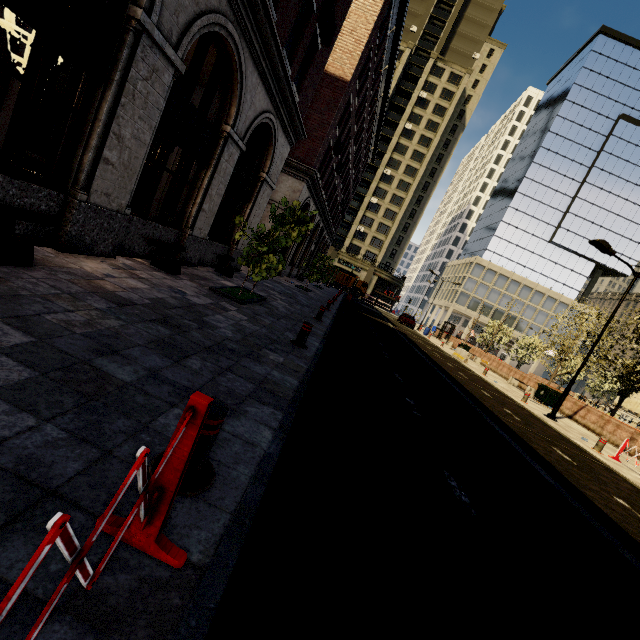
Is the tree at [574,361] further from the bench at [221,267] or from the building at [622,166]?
the bench at [221,267]

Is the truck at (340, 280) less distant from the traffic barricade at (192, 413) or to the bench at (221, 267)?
the bench at (221, 267)

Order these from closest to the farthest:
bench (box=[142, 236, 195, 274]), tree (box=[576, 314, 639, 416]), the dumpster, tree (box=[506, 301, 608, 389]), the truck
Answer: bench (box=[142, 236, 195, 274]) < tree (box=[576, 314, 639, 416]) < the dumpster < tree (box=[506, 301, 608, 389]) < the truck

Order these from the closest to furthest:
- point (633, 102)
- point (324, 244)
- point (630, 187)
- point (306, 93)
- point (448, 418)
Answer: point (448, 418) < point (306, 93) < point (324, 244) < point (633, 102) < point (630, 187)

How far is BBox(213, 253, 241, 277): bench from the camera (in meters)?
11.71

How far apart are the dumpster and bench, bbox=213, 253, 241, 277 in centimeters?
1997cm

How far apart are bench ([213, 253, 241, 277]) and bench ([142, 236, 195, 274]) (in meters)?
2.22

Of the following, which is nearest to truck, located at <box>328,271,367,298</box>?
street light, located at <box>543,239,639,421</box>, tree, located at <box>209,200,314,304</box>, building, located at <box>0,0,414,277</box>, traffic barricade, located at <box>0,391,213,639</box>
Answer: building, located at <box>0,0,414,277</box>
